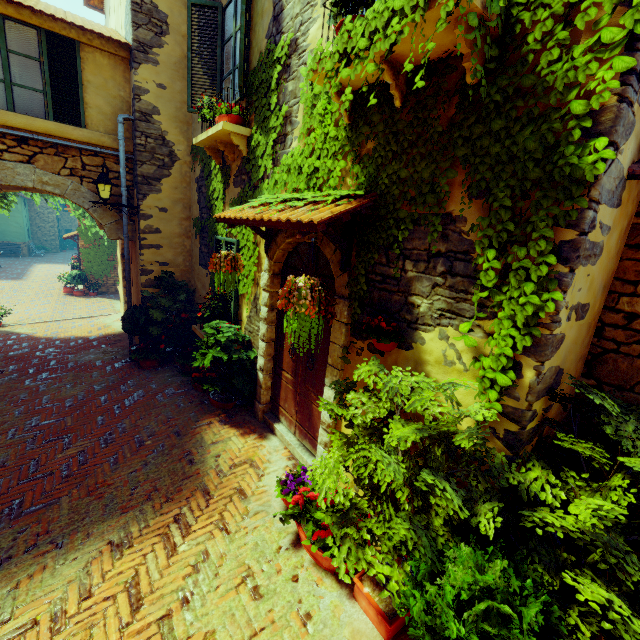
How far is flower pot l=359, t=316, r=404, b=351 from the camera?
2.75m

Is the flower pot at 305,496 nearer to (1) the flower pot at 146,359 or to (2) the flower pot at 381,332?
(2) the flower pot at 381,332

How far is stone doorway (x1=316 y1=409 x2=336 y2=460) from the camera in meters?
3.7 m

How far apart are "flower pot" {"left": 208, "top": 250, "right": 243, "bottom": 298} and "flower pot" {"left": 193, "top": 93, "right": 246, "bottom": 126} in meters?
2.1 m

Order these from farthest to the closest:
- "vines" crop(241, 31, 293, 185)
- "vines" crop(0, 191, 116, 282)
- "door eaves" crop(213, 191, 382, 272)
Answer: "vines" crop(0, 191, 116, 282)
"vines" crop(241, 31, 293, 185)
"door eaves" crop(213, 191, 382, 272)

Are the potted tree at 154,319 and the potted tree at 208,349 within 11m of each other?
yes

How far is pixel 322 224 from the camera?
2.60m

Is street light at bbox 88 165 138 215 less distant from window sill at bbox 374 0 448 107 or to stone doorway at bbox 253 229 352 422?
stone doorway at bbox 253 229 352 422
